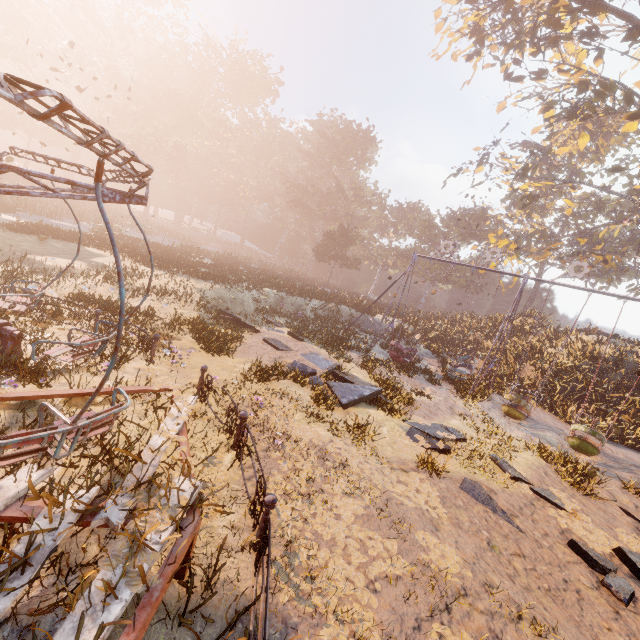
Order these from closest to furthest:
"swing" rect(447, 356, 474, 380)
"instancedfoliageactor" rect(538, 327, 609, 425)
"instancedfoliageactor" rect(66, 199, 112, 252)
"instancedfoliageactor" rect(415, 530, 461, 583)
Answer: "instancedfoliageactor" rect(415, 530, 461, 583) < "instancedfoliageactor" rect(538, 327, 609, 425) < "swing" rect(447, 356, 474, 380) < "instancedfoliageactor" rect(66, 199, 112, 252)

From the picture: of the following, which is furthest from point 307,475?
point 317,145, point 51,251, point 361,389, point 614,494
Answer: point 317,145

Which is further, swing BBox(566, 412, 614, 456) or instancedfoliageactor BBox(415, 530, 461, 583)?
swing BBox(566, 412, 614, 456)

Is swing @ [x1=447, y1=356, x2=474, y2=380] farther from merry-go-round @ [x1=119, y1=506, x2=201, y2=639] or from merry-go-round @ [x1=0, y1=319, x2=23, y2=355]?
merry-go-round @ [x1=119, y1=506, x2=201, y2=639]

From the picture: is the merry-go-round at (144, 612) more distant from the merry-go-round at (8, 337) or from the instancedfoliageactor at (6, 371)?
the merry-go-round at (8, 337)

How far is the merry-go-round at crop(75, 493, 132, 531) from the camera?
3.01m

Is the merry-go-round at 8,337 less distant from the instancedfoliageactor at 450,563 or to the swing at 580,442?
the instancedfoliageactor at 450,563

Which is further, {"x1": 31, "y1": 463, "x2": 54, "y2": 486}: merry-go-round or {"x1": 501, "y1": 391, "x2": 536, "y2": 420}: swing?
{"x1": 501, "y1": 391, "x2": 536, "y2": 420}: swing
